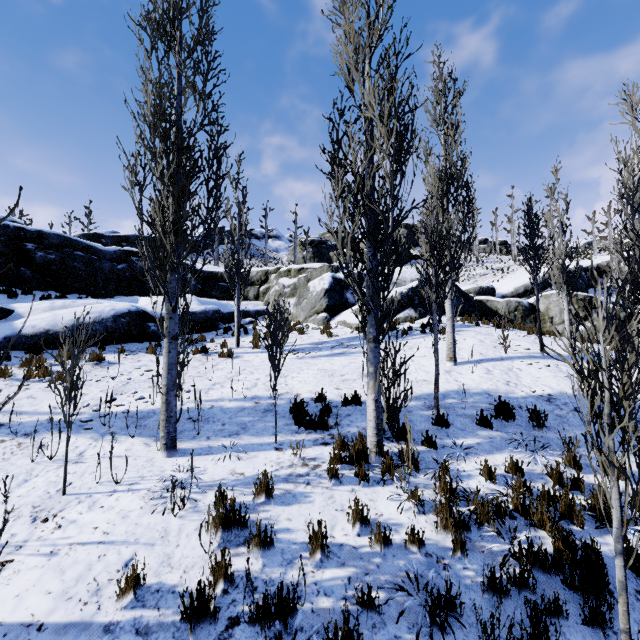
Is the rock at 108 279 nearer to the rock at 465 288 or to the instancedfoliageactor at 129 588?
the rock at 465 288

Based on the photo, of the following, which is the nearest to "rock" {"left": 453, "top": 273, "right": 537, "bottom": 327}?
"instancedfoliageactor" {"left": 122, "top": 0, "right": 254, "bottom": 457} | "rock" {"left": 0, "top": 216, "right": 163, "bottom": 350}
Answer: "rock" {"left": 0, "top": 216, "right": 163, "bottom": 350}

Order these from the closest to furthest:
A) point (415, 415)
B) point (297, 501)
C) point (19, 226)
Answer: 1. point (297, 501)
2. point (415, 415)
3. point (19, 226)

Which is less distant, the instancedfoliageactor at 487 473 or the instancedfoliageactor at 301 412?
the instancedfoliageactor at 487 473

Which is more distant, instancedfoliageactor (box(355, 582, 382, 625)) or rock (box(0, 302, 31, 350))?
rock (box(0, 302, 31, 350))

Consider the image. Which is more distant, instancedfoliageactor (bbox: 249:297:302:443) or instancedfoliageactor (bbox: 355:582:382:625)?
instancedfoliageactor (bbox: 249:297:302:443)

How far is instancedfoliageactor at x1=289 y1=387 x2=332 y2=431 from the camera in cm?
641
